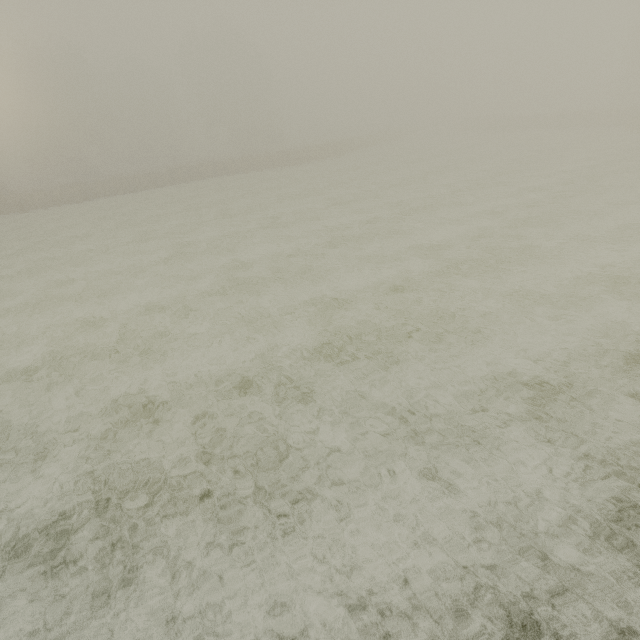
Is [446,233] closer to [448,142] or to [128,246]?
[128,246]
